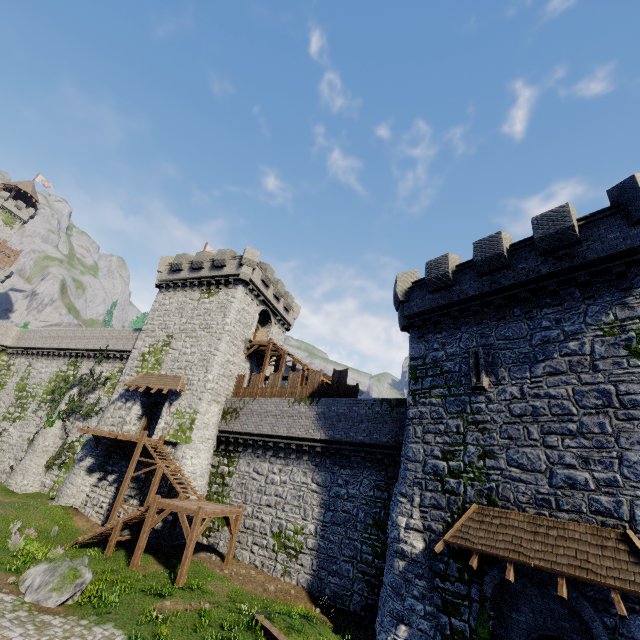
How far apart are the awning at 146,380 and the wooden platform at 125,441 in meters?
3.1

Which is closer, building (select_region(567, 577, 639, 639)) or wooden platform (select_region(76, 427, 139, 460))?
building (select_region(567, 577, 639, 639))

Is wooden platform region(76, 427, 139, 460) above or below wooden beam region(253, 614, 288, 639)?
above

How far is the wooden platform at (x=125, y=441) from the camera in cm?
2233

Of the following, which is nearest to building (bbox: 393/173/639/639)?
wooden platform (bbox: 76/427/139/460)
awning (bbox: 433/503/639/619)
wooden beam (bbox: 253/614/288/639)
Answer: awning (bbox: 433/503/639/619)

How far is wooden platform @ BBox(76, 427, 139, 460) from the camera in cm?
2233

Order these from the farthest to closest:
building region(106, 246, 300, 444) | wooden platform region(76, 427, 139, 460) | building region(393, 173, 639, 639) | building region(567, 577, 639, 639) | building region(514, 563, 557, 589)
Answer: building region(106, 246, 300, 444)
wooden platform region(76, 427, 139, 460)
building region(393, 173, 639, 639)
building region(514, 563, 557, 589)
building region(567, 577, 639, 639)

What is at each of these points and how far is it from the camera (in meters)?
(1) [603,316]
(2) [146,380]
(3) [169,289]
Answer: (1) building, 11.16
(2) awning, 26.19
(3) building, 31.27
